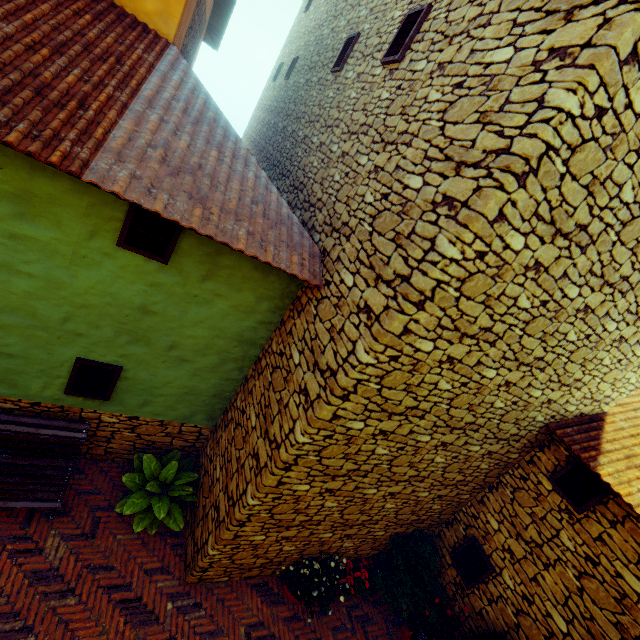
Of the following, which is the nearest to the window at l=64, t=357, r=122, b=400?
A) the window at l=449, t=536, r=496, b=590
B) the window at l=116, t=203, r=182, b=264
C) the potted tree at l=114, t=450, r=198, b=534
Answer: the potted tree at l=114, t=450, r=198, b=534

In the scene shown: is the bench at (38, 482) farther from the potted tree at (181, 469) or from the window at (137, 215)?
the window at (137, 215)

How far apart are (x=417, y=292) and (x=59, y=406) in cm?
532

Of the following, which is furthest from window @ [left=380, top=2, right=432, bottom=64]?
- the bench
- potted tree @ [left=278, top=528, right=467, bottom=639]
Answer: potted tree @ [left=278, top=528, right=467, bottom=639]

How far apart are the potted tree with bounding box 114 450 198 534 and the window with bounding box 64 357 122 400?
1.18m

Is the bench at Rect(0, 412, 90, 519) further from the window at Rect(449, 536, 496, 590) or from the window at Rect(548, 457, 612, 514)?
the window at Rect(548, 457, 612, 514)

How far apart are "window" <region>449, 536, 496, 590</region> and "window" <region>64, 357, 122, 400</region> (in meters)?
6.83

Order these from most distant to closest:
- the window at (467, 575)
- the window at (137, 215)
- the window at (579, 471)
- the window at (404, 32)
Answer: the window at (467, 575), the window at (579, 471), the window at (404, 32), the window at (137, 215)
